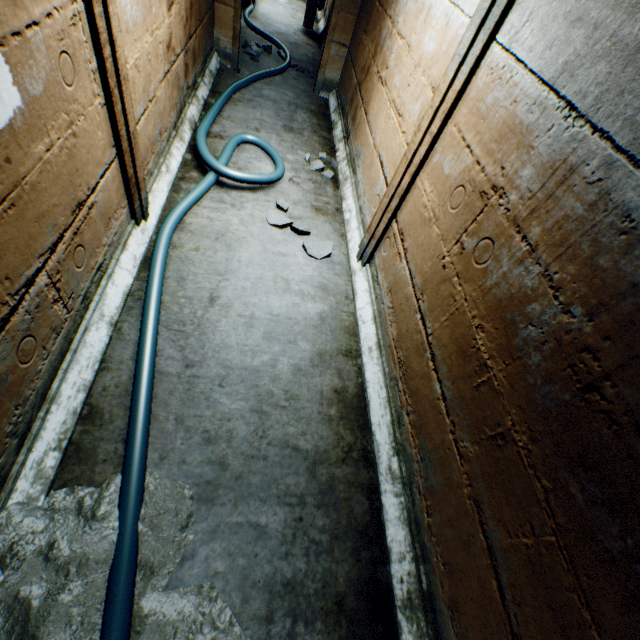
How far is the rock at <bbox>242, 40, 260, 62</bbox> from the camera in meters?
→ 4.7 m

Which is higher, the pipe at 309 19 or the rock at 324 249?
the pipe at 309 19

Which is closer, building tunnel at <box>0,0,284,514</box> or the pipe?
building tunnel at <box>0,0,284,514</box>

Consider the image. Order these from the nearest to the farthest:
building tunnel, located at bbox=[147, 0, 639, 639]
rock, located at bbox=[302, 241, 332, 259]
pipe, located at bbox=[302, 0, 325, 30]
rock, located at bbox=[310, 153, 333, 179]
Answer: building tunnel, located at bbox=[147, 0, 639, 639] → rock, located at bbox=[302, 241, 332, 259] → rock, located at bbox=[310, 153, 333, 179] → pipe, located at bbox=[302, 0, 325, 30]

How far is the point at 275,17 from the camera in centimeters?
640cm

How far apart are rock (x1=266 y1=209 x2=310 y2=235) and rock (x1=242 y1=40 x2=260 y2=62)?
3.7 meters

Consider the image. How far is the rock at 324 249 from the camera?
2.6 meters

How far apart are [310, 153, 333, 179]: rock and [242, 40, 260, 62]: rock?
2.65m
